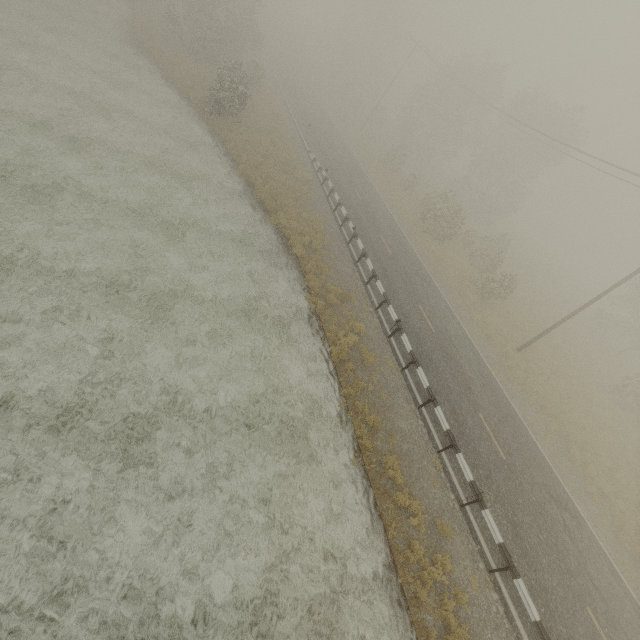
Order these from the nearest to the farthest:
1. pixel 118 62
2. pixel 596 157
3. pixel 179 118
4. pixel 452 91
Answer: pixel 596 157 < pixel 179 118 < pixel 118 62 < pixel 452 91
